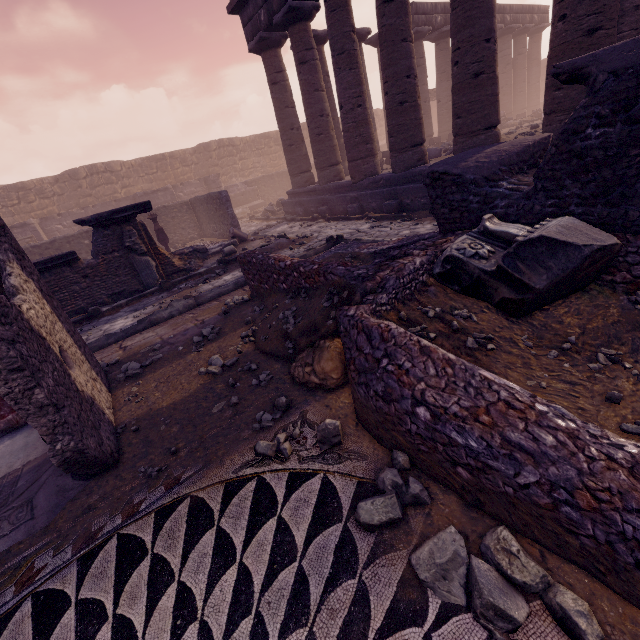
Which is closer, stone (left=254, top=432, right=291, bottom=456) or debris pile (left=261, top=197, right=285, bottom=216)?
stone (left=254, top=432, right=291, bottom=456)

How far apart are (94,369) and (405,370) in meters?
3.9 m

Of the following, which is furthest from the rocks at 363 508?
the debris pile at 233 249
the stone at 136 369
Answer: the debris pile at 233 249

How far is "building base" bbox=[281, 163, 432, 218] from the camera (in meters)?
9.34

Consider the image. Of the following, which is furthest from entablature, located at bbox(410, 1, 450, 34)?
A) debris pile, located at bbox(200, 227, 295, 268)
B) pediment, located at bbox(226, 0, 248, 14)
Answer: debris pile, located at bbox(200, 227, 295, 268)

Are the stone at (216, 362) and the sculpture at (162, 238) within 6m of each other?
no

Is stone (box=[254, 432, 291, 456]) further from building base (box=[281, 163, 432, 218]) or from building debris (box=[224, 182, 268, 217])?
building debris (box=[224, 182, 268, 217])

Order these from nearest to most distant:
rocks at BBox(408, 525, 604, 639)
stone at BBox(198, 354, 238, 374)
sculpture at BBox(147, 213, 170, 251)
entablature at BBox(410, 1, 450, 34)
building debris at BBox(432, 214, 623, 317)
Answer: Result: rocks at BBox(408, 525, 604, 639), building debris at BBox(432, 214, 623, 317), stone at BBox(198, 354, 238, 374), sculpture at BBox(147, 213, 170, 251), entablature at BBox(410, 1, 450, 34)
